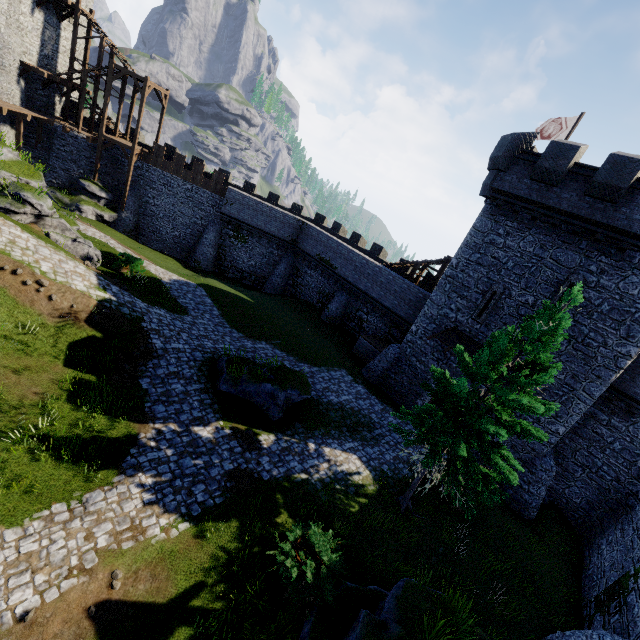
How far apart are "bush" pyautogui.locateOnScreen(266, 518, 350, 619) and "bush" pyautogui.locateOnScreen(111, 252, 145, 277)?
18.1m

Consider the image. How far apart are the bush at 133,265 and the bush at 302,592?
18.1 meters

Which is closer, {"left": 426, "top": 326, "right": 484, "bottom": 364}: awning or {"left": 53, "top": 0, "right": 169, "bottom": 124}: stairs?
{"left": 426, "top": 326, "right": 484, "bottom": 364}: awning

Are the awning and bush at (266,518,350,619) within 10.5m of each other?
Answer: no

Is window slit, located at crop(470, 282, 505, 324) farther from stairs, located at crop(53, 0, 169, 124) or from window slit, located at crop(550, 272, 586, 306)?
stairs, located at crop(53, 0, 169, 124)

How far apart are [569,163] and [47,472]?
24.04m

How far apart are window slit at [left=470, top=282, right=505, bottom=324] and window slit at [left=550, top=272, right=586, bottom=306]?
1.90m

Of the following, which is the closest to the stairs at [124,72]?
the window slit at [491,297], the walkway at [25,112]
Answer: the walkway at [25,112]
